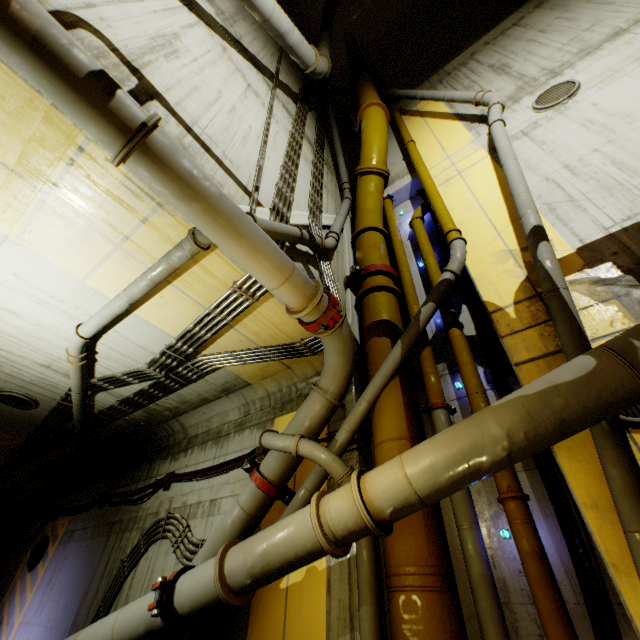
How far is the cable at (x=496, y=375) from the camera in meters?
4.5 m

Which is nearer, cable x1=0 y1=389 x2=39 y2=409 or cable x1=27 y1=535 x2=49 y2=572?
cable x1=0 y1=389 x2=39 y2=409

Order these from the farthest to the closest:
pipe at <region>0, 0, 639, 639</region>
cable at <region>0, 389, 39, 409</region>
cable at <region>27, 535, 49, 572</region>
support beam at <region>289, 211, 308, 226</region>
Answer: cable at <region>27, 535, 49, 572</region> → cable at <region>0, 389, 39, 409</region> → support beam at <region>289, 211, 308, 226</region> → pipe at <region>0, 0, 639, 639</region>

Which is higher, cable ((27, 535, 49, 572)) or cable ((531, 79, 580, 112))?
cable ((531, 79, 580, 112))

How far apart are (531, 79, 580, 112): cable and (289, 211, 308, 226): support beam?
5.26m

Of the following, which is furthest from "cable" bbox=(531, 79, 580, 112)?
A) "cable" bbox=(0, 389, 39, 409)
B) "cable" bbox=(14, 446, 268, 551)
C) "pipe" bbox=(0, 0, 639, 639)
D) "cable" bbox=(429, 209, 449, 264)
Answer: "cable" bbox=(0, 389, 39, 409)

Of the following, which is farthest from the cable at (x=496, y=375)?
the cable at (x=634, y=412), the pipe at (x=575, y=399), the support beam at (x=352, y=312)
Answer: the support beam at (x=352, y=312)

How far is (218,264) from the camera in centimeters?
450cm
